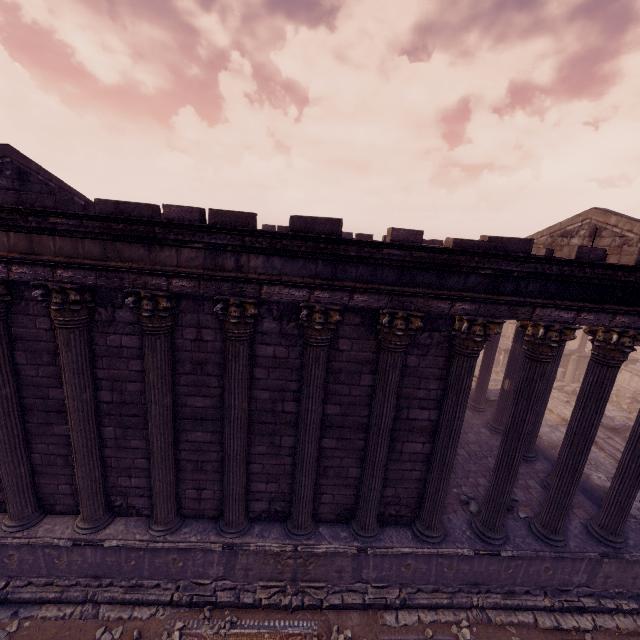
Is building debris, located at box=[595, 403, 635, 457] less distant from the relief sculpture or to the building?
the relief sculpture

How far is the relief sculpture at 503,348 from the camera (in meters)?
22.00

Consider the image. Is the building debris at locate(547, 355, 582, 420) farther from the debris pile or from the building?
the building

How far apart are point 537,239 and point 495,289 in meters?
7.5 m

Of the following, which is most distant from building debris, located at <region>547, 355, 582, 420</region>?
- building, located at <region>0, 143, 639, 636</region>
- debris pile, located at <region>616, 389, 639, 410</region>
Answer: building, located at <region>0, 143, 639, 636</region>

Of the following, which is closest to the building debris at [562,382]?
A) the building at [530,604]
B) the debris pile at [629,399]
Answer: the debris pile at [629,399]

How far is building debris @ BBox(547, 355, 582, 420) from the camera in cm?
1700
